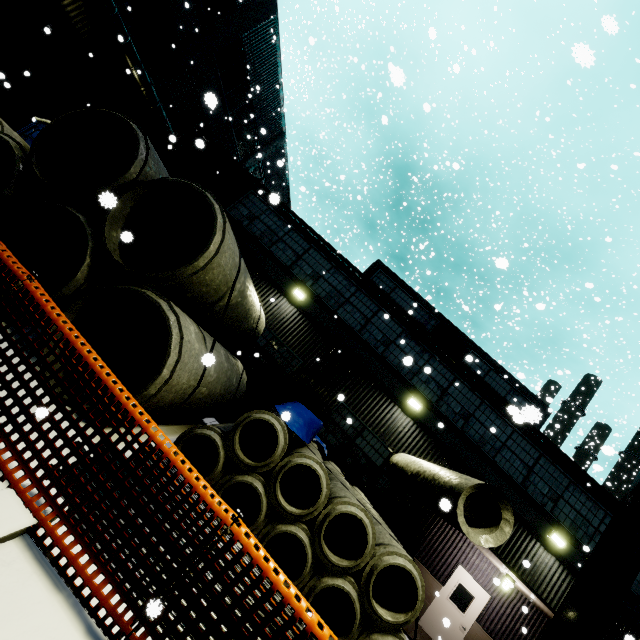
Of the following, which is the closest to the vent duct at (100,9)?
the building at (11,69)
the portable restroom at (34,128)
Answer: the building at (11,69)

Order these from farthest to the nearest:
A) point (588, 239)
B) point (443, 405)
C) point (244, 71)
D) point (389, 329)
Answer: point (588, 239), point (244, 71), point (389, 329), point (443, 405)

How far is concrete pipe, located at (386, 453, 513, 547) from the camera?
5.94m

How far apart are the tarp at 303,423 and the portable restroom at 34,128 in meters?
10.1

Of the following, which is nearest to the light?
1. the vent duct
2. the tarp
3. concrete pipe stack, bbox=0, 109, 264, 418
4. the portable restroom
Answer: concrete pipe stack, bbox=0, 109, 264, 418

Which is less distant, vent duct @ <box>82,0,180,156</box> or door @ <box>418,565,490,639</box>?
vent duct @ <box>82,0,180,156</box>

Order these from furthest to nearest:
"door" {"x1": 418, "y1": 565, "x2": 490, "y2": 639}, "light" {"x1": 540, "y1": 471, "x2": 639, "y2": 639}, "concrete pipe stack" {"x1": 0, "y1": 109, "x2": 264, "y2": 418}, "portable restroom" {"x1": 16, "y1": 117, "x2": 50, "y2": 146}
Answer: "door" {"x1": 418, "y1": 565, "x2": 490, "y2": 639} → "portable restroom" {"x1": 16, "y1": 117, "x2": 50, "y2": 146} → "concrete pipe stack" {"x1": 0, "y1": 109, "x2": 264, "y2": 418} → "light" {"x1": 540, "y1": 471, "x2": 639, "y2": 639}

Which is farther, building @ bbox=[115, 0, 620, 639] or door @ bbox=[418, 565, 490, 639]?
door @ bbox=[418, 565, 490, 639]
